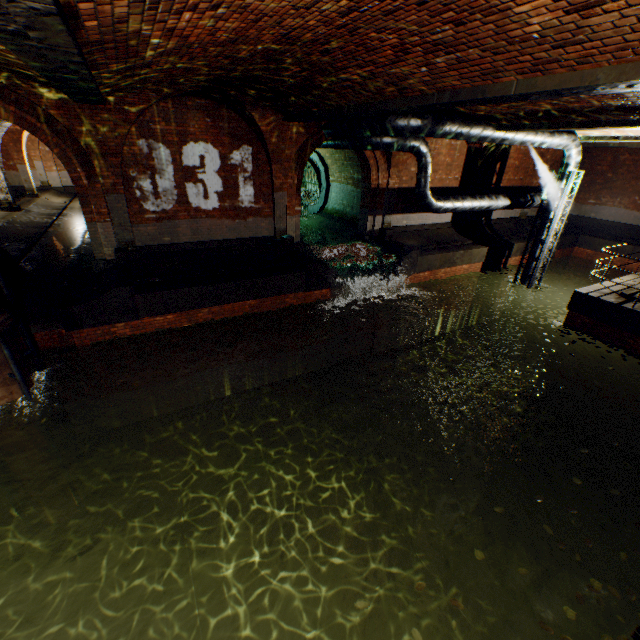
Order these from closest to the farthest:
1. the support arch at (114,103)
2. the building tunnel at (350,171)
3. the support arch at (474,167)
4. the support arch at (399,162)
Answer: the support arch at (114,103), the support arch at (399,162), the support arch at (474,167), the building tunnel at (350,171)

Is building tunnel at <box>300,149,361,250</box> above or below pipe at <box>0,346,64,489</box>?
above

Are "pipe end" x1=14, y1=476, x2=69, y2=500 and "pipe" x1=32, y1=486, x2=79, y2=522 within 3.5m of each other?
yes

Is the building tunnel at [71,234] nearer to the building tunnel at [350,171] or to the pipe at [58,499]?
the building tunnel at [350,171]

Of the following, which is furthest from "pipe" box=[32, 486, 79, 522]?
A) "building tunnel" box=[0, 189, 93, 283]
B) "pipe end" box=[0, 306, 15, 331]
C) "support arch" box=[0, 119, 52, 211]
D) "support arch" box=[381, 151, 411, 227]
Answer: "support arch" box=[0, 119, 52, 211]

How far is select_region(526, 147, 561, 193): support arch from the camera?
16.3m

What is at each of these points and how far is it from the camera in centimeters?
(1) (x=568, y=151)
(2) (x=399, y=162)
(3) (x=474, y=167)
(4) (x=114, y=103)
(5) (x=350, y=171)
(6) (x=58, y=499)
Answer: (1) pipe, 1137cm
(2) support arch, 1279cm
(3) support arch, 1489cm
(4) support arch, 753cm
(5) building tunnel, 1521cm
(6) pipe, 791cm

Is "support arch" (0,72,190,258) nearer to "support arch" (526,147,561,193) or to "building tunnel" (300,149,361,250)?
"building tunnel" (300,149,361,250)
